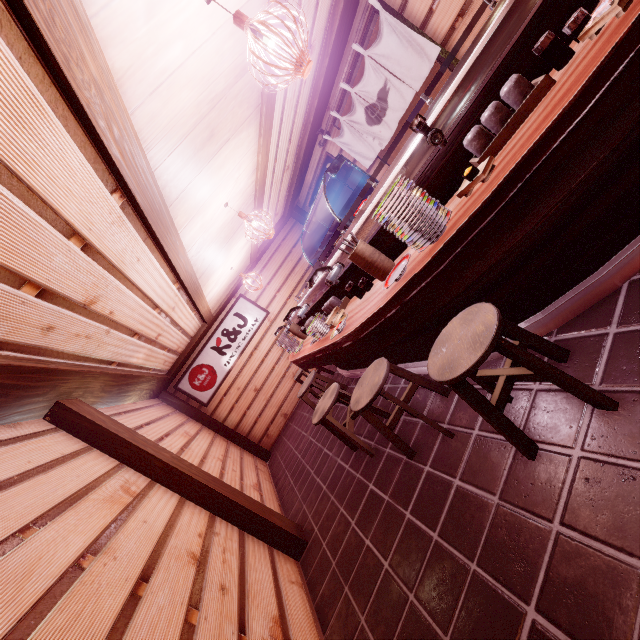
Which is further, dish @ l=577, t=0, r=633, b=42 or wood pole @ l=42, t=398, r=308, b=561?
wood pole @ l=42, t=398, r=308, b=561

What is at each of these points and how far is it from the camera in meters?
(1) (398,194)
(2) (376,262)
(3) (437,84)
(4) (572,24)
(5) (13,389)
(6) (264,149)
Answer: (1) dish, 3.1
(2) tableware, 4.2
(3) blind, 7.8
(4) sauce bottle, 2.7
(5) wood bar, 4.3
(6) wood bar, 7.5

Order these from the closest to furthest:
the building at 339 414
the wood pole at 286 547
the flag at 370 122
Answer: the wood pole at 286 547, the flag at 370 122, the building at 339 414

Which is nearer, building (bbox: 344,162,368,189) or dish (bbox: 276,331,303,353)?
dish (bbox: 276,331,303,353)

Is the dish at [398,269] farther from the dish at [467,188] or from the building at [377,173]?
the building at [377,173]

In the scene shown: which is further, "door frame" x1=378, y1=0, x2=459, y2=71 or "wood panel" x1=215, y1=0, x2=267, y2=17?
"door frame" x1=378, y1=0, x2=459, y2=71

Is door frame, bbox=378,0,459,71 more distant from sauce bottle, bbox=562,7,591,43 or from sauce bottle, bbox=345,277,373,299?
sauce bottle, bbox=345,277,373,299

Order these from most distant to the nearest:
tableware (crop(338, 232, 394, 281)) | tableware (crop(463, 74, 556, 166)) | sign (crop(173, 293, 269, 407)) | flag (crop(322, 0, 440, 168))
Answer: sign (crop(173, 293, 269, 407))
flag (crop(322, 0, 440, 168))
tableware (crop(338, 232, 394, 281))
tableware (crop(463, 74, 556, 166))
